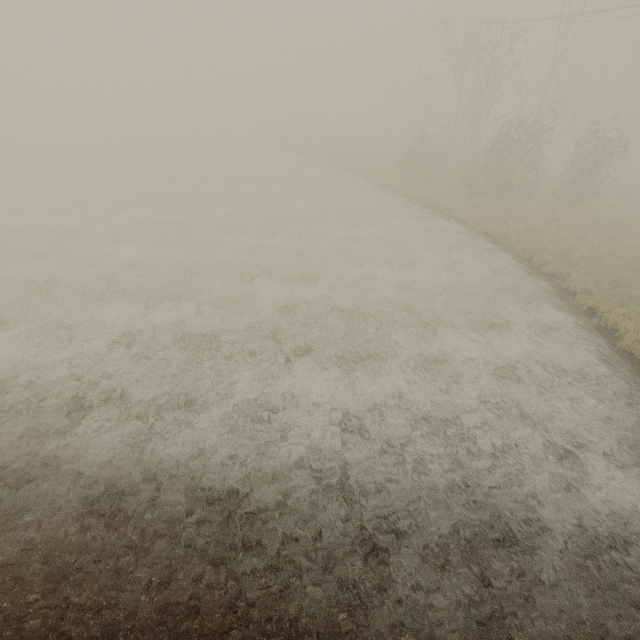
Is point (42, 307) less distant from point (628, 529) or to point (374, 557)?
point (374, 557)
